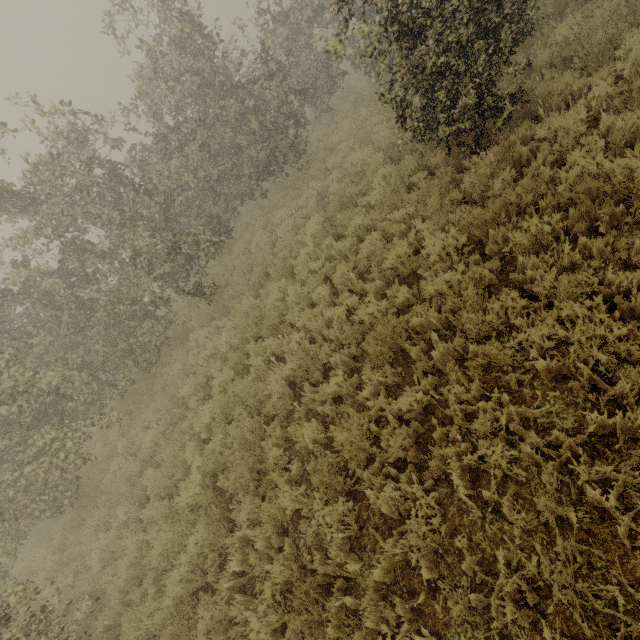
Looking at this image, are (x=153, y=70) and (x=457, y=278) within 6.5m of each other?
no
